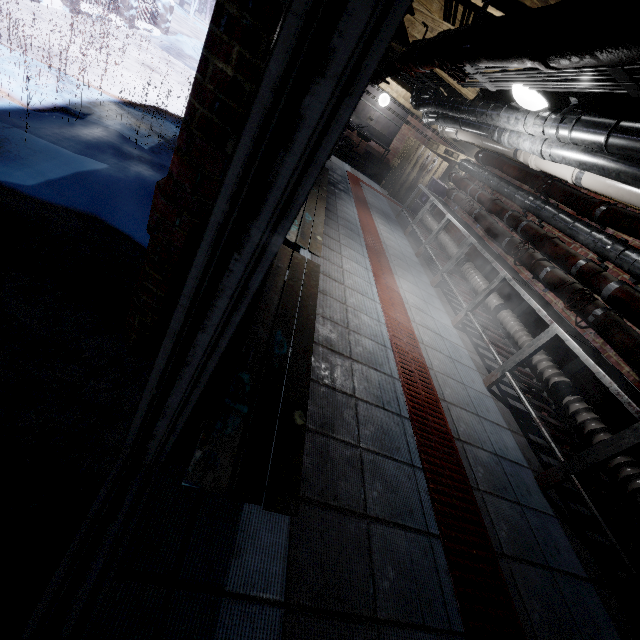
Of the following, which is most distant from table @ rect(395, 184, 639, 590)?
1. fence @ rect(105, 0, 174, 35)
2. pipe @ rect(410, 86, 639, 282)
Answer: fence @ rect(105, 0, 174, 35)

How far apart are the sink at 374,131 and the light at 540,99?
7.18m

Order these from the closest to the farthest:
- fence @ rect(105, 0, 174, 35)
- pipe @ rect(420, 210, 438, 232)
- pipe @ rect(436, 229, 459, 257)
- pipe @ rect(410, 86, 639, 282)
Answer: pipe @ rect(410, 86, 639, 282), pipe @ rect(436, 229, 459, 257), pipe @ rect(420, 210, 438, 232), fence @ rect(105, 0, 174, 35)

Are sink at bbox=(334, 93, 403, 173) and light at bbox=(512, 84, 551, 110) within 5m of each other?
no

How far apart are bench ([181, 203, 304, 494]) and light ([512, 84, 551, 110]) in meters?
1.9 m

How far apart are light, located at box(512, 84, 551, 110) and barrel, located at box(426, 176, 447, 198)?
6.4m

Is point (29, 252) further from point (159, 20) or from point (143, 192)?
point (159, 20)

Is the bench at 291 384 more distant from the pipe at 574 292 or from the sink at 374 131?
the sink at 374 131
